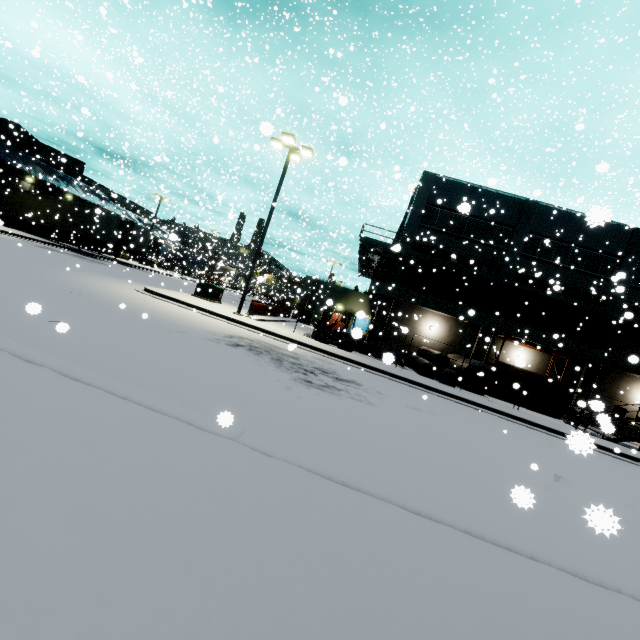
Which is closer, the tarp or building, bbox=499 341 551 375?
the tarp

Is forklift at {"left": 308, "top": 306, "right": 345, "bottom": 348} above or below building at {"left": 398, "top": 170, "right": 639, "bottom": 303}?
below

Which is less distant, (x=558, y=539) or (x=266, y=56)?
(x=558, y=539)

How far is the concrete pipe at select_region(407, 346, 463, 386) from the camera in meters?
19.3 m

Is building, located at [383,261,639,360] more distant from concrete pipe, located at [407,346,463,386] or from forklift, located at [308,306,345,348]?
forklift, located at [308,306,345,348]

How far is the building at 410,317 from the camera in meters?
24.9

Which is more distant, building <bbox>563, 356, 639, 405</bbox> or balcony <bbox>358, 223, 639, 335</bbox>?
building <bbox>563, 356, 639, 405</bbox>

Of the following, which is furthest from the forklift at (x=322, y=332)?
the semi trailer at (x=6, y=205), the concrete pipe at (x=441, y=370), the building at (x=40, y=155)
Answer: the semi trailer at (x=6, y=205)
